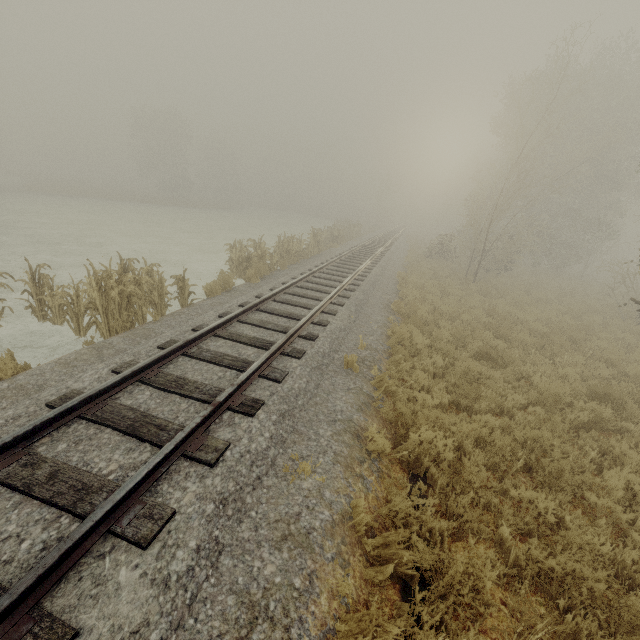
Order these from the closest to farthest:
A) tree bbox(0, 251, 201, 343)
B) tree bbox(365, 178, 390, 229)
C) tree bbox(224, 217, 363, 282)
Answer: tree bbox(0, 251, 201, 343)
tree bbox(224, 217, 363, 282)
tree bbox(365, 178, 390, 229)

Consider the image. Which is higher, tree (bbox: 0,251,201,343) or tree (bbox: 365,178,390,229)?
tree (bbox: 365,178,390,229)

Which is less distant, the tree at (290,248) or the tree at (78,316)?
the tree at (78,316)

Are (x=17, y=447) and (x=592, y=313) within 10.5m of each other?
no

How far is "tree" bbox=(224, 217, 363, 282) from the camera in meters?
13.2

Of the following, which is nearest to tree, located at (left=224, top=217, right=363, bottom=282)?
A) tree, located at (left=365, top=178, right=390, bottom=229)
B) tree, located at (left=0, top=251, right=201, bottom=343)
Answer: tree, located at (left=0, top=251, right=201, bottom=343)

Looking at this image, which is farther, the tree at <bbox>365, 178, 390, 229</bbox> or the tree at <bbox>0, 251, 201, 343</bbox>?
the tree at <bbox>365, 178, 390, 229</bbox>

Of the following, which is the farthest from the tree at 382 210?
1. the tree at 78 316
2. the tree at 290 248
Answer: the tree at 78 316
